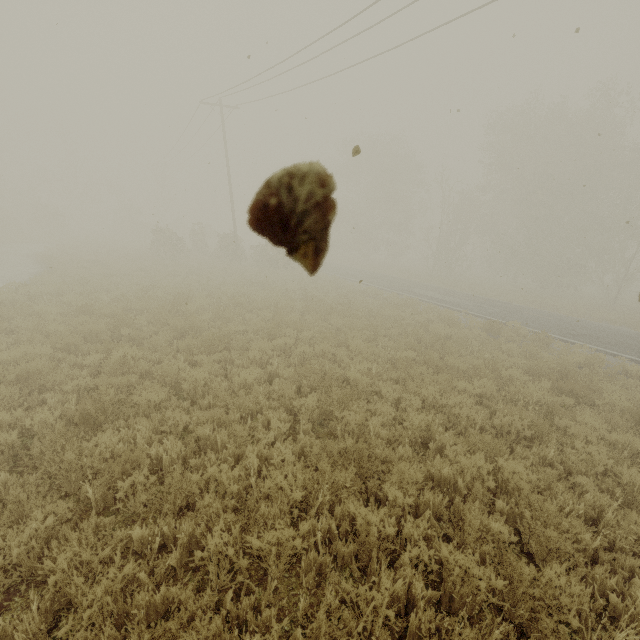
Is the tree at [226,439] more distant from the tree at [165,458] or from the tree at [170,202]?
the tree at [170,202]

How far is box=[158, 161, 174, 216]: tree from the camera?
44.9 meters

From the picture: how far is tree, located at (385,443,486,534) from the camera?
4.2 meters

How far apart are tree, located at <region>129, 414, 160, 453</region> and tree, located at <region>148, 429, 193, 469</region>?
0.5 meters

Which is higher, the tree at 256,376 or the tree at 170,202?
the tree at 170,202

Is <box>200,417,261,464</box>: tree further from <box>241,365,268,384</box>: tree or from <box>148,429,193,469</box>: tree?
<box>241,365,268,384</box>: tree

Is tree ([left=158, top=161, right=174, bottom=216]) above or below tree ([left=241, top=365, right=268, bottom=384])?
above

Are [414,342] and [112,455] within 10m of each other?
yes
